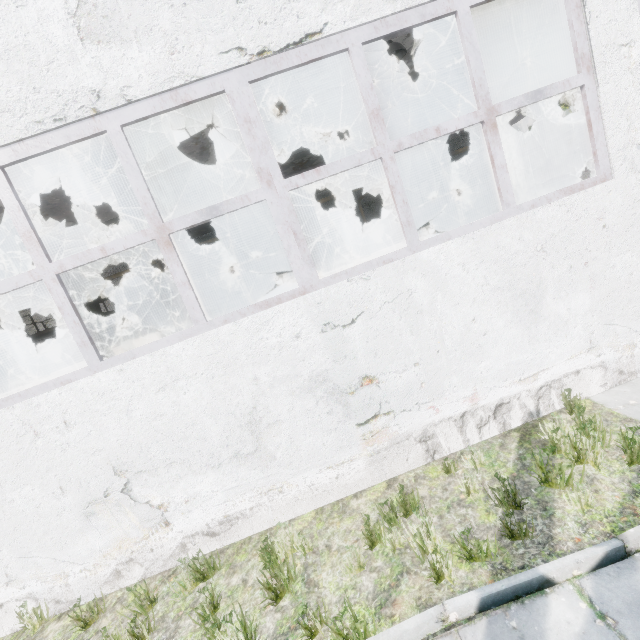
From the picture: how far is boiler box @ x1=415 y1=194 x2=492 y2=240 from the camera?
12.0m

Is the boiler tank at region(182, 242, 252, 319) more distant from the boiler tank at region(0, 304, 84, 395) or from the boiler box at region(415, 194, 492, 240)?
the boiler box at region(415, 194, 492, 240)

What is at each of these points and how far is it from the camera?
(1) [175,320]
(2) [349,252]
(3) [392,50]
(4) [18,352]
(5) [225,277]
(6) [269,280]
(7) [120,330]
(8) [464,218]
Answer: (1) boiler tank, 10.1 meters
(2) boiler box, 11.8 meters
(3) ceiling lamp, 6.8 meters
(4) boiler tank, 10.5 meters
(5) boiler tank, 10.0 meters
(6) boiler tank, 13.1 meters
(7) boiler tank, 15.7 meters
(8) boiler box, 12.1 meters

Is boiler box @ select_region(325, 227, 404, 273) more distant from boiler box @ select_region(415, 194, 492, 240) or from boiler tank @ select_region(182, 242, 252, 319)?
boiler tank @ select_region(182, 242, 252, 319)

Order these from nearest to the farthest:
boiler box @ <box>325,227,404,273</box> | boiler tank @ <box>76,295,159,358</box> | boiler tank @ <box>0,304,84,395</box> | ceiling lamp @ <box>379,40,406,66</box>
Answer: ceiling lamp @ <box>379,40,406,66</box>
boiler tank @ <box>0,304,84,395</box>
boiler box @ <box>325,227,404,273</box>
boiler tank @ <box>76,295,159,358</box>

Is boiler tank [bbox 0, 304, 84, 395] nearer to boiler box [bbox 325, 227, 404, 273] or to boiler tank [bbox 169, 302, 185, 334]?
boiler tank [bbox 169, 302, 185, 334]

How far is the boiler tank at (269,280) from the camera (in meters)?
10.14

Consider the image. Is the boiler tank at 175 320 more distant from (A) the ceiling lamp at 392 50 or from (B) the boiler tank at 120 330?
(A) the ceiling lamp at 392 50
